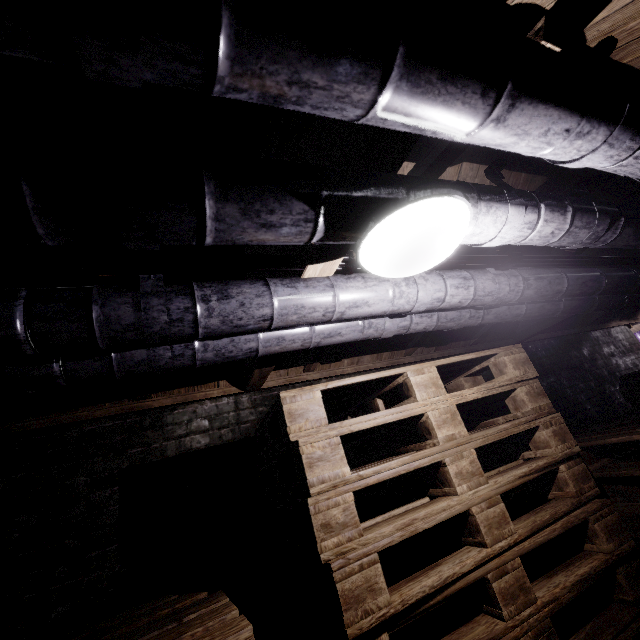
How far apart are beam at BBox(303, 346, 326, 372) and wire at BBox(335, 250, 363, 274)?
0.3m

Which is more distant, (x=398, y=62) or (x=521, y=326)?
(x=521, y=326)

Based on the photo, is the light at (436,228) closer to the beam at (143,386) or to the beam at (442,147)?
the beam at (442,147)

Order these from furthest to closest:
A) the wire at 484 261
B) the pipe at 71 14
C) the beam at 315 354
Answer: the beam at 315 354
the wire at 484 261
the pipe at 71 14

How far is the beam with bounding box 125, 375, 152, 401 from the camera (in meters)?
1.95

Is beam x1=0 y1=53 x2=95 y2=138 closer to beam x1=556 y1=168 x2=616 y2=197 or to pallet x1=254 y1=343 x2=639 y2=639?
beam x1=556 y1=168 x2=616 y2=197

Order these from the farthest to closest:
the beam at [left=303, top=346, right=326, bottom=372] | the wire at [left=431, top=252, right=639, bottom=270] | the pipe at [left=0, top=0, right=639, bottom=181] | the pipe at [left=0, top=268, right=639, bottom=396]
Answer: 1. the beam at [left=303, top=346, right=326, bottom=372]
2. the wire at [left=431, top=252, right=639, bottom=270]
3. the pipe at [left=0, top=268, right=639, bottom=396]
4. the pipe at [left=0, top=0, right=639, bottom=181]
